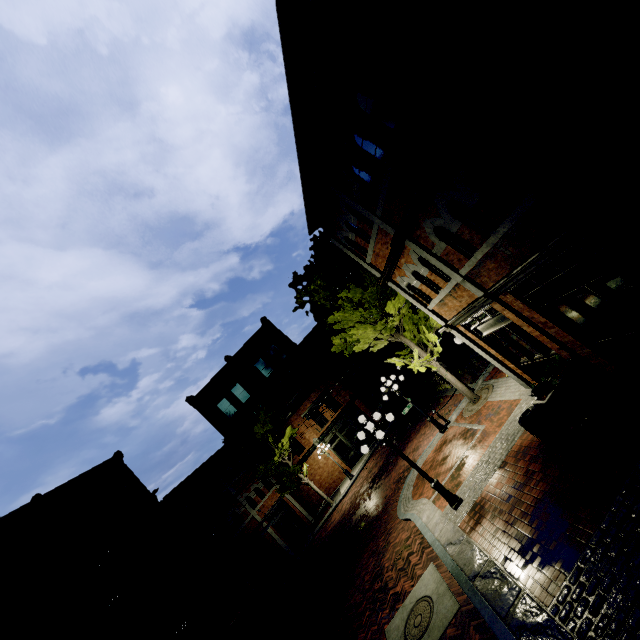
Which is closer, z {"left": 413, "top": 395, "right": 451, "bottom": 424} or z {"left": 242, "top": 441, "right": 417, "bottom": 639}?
z {"left": 242, "top": 441, "right": 417, "bottom": 639}

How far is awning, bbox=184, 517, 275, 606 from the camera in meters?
17.1 m

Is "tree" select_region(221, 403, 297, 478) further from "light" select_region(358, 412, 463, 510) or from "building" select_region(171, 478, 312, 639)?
"light" select_region(358, 412, 463, 510)

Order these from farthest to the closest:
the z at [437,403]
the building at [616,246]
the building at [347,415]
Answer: the building at [347,415] → the z at [437,403] → the building at [616,246]

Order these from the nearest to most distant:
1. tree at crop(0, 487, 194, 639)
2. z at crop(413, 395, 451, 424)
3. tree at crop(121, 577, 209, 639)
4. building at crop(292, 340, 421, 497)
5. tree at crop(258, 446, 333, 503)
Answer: tree at crop(0, 487, 194, 639)
tree at crop(121, 577, 209, 639)
z at crop(413, 395, 451, 424)
tree at crop(258, 446, 333, 503)
building at crop(292, 340, 421, 497)

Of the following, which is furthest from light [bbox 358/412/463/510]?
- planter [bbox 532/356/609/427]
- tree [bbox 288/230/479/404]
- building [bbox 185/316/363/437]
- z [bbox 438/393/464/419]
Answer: building [bbox 185/316/363/437]

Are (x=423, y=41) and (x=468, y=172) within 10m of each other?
yes

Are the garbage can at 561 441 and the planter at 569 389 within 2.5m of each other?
yes
